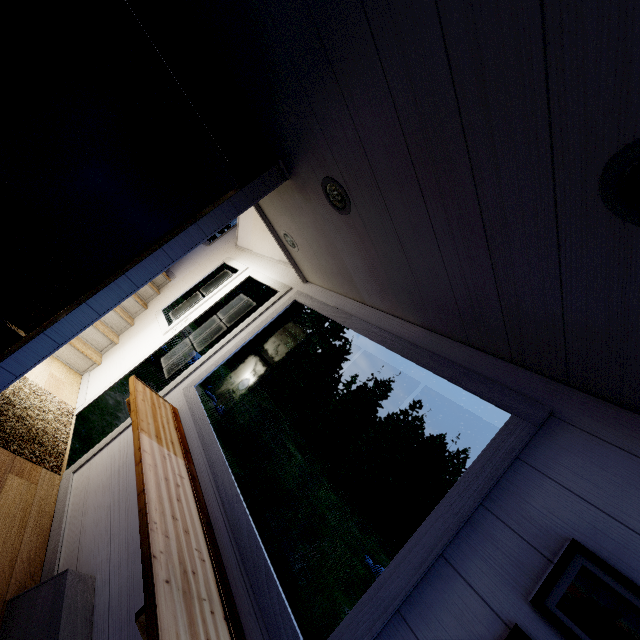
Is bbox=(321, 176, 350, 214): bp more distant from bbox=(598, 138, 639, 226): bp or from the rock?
the rock

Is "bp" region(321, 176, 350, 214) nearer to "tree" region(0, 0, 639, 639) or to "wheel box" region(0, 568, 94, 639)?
"tree" region(0, 0, 639, 639)

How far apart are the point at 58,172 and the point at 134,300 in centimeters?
392cm

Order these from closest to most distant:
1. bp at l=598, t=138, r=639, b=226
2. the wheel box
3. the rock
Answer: bp at l=598, t=138, r=639, b=226 < the wheel box < the rock

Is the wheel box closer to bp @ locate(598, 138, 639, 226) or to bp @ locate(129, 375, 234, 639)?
bp @ locate(129, 375, 234, 639)

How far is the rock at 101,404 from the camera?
5.00m

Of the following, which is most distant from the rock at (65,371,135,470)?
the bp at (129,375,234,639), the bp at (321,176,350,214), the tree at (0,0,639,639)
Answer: the bp at (321,176,350,214)

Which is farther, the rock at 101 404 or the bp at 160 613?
the rock at 101 404
